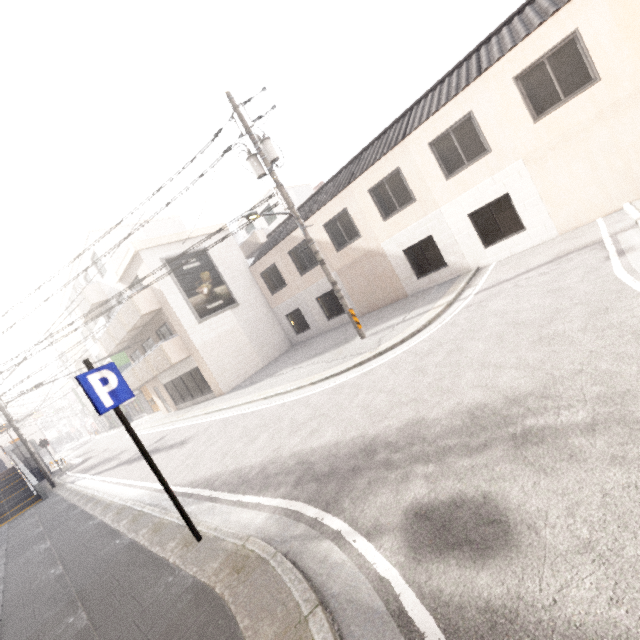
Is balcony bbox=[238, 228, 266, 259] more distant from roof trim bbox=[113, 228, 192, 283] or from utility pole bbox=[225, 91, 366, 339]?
utility pole bbox=[225, 91, 366, 339]

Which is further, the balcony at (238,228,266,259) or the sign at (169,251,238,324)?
the balcony at (238,228,266,259)

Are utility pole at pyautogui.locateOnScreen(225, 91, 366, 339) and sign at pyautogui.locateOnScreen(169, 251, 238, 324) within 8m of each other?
no

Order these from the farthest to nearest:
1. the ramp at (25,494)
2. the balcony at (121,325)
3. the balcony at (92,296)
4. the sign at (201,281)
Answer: the balcony at (92,296), the sign at (201,281), the balcony at (121,325), the ramp at (25,494)

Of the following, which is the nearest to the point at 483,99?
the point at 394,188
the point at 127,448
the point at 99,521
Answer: the point at 394,188

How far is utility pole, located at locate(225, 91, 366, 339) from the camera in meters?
10.6

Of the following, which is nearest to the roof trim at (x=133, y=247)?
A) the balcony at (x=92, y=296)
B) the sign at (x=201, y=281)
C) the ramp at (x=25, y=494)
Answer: the sign at (x=201, y=281)

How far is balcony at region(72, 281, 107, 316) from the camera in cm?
2053
